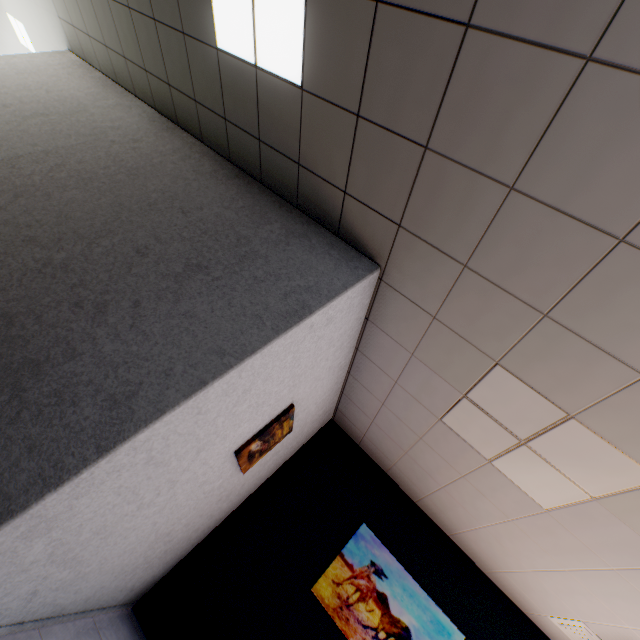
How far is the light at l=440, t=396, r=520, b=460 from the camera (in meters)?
2.44

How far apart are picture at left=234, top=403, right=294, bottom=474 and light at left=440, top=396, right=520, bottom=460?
1.3m

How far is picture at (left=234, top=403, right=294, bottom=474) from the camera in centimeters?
273cm

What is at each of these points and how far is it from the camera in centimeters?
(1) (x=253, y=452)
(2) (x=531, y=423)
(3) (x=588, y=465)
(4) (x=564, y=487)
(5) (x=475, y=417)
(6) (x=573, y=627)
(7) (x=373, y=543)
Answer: (1) picture, 291cm
(2) light, 219cm
(3) light, 203cm
(4) light, 227cm
(5) light, 255cm
(6) ceiling vent, 305cm
(7) picture, 385cm

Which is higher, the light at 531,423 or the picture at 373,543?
the light at 531,423

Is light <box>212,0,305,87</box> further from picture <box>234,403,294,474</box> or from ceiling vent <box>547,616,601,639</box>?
ceiling vent <box>547,616,601,639</box>

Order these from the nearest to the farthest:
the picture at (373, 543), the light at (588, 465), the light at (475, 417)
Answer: the light at (588, 465) < the light at (475, 417) < the picture at (373, 543)

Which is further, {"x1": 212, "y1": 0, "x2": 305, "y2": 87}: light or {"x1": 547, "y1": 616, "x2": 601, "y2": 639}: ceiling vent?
{"x1": 547, "y1": 616, "x2": 601, "y2": 639}: ceiling vent
